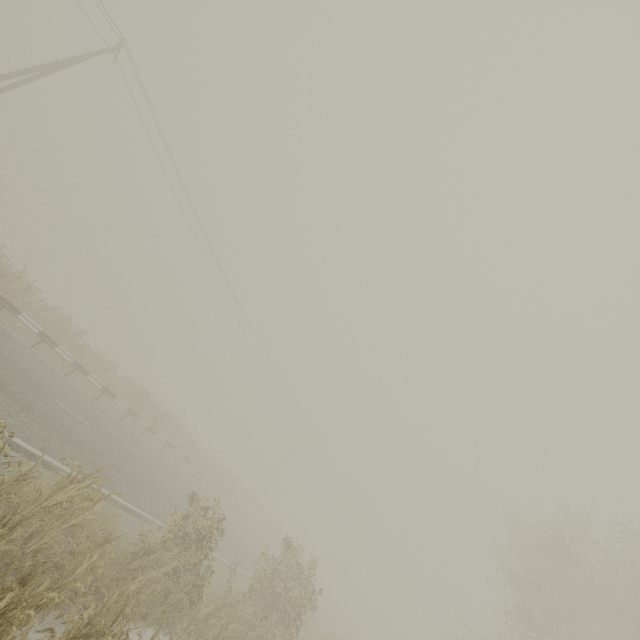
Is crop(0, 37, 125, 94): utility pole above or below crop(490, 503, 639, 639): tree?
below

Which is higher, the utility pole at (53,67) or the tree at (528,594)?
the tree at (528,594)

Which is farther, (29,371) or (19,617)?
(29,371)
